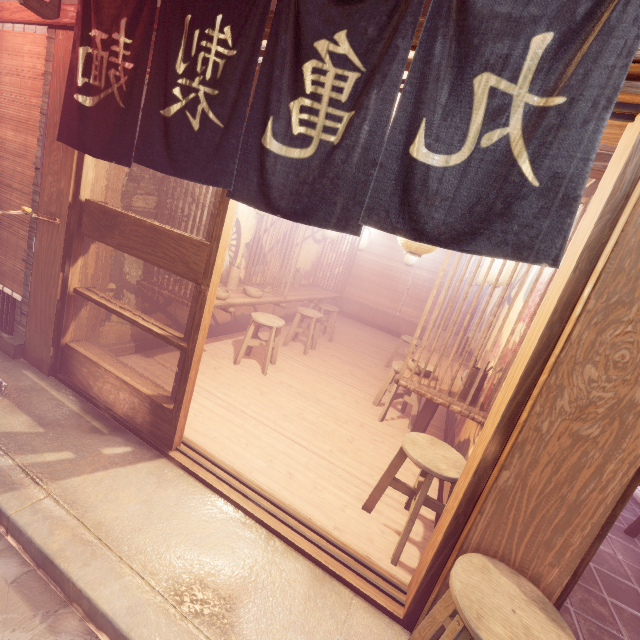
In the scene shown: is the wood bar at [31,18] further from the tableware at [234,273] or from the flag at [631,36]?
the tableware at [234,273]

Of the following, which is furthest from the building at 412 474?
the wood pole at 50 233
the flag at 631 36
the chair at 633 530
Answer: the chair at 633 530

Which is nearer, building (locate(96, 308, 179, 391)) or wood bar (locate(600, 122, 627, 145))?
wood bar (locate(600, 122, 627, 145))

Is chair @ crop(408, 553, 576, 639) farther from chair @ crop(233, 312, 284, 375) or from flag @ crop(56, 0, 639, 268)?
chair @ crop(233, 312, 284, 375)

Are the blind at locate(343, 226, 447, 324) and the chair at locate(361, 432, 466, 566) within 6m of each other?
no

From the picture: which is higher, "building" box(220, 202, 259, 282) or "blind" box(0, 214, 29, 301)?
"building" box(220, 202, 259, 282)

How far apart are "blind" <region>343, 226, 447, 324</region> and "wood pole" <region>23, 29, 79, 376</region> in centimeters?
1431cm

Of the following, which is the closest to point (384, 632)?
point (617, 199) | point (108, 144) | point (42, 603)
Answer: point (42, 603)
